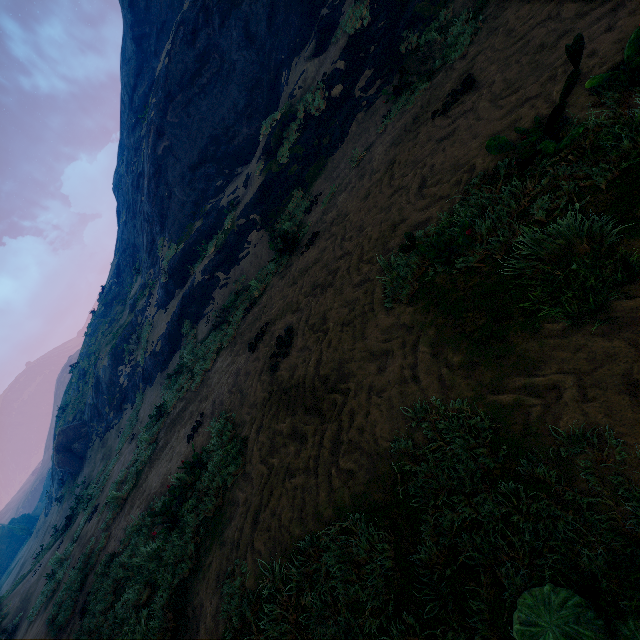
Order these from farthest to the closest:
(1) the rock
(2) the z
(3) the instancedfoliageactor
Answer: (1) the rock
(3) the instancedfoliageactor
(2) the z

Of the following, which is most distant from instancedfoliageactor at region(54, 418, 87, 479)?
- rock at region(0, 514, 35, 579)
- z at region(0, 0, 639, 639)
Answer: rock at region(0, 514, 35, 579)

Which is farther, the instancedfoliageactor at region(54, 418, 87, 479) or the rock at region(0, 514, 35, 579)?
the rock at region(0, 514, 35, 579)

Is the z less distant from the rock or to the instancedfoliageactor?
the instancedfoliageactor

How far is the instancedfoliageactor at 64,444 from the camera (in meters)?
24.39

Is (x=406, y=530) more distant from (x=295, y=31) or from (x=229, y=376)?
(x=295, y=31)

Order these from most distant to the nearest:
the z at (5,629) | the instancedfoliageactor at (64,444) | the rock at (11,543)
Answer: the rock at (11,543), the instancedfoliageactor at (64,444), the z at (5,629)
